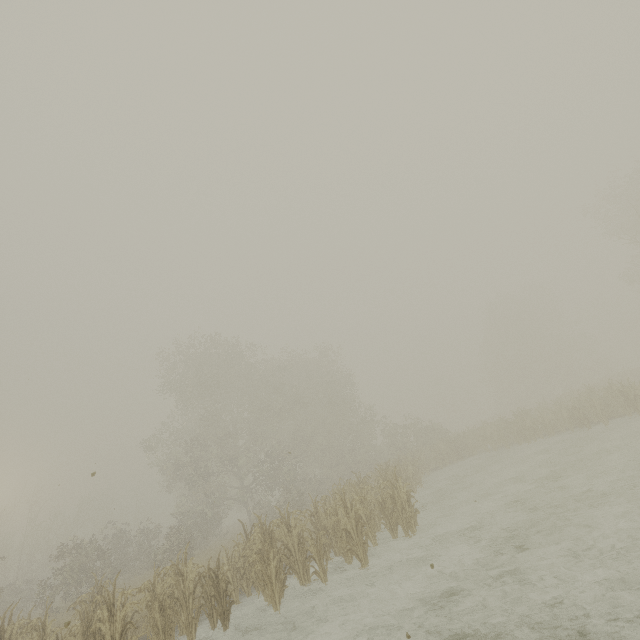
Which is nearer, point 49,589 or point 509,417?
point 49,589
